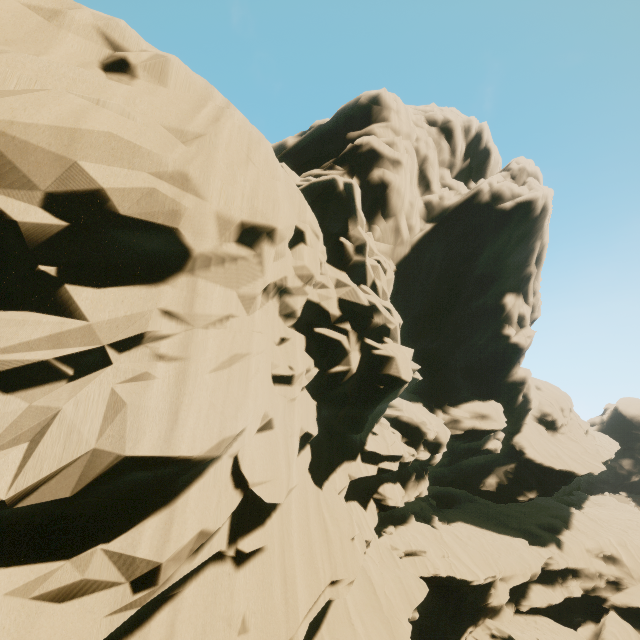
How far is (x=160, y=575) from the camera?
5.3 meters
